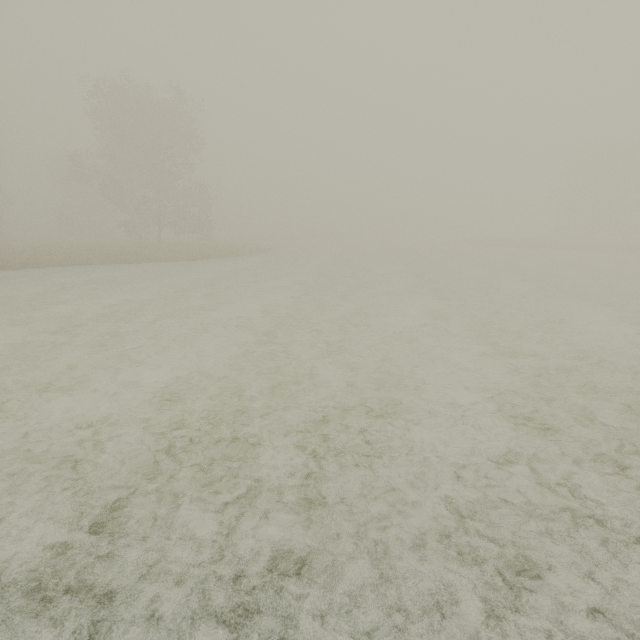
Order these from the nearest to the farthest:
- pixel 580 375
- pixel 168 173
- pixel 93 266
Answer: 1. pixel 580 375
2. pixel 93 266
3. pixel 168 173
